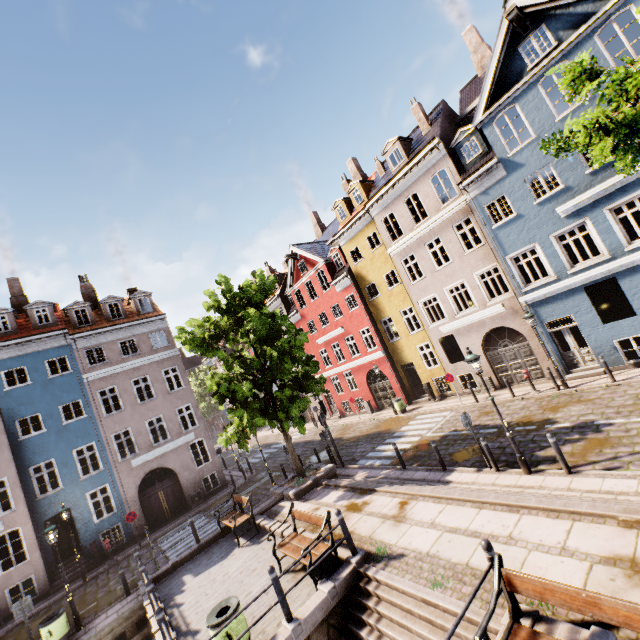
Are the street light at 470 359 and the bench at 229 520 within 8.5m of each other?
no

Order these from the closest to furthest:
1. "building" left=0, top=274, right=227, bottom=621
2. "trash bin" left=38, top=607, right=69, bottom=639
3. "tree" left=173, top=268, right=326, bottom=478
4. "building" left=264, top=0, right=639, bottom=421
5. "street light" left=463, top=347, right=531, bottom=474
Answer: "street light" left=463, top=347, right=531, bottom=474, "trash bin" left=38, top=607, right=69, bottom=639, "building" left=264, top=0, right=639, bottom=421, "tree" left=173, top=268, right=326, bottom=478, "building" left=0, top=274, right=227, bottom=621

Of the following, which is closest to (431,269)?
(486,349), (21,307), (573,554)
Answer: (486,349)

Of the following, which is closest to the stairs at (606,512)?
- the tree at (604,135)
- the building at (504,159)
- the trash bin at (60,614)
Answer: the tree at (604,135)

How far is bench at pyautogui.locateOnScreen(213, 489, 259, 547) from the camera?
11.8 meters

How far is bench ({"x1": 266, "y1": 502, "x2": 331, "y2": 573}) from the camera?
8.2 meters

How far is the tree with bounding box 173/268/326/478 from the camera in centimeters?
1378cm

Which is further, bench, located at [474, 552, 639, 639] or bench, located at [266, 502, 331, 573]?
bench, located at [266, 502, 331, 573]
